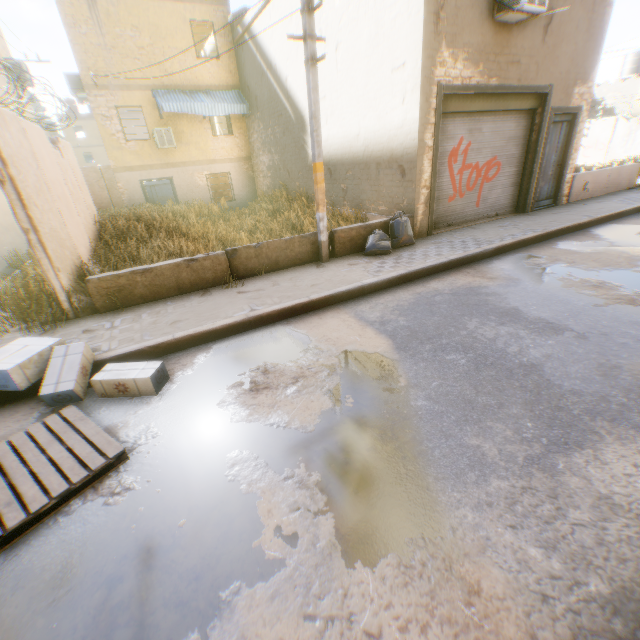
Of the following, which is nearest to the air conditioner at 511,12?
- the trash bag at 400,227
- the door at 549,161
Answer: the door at 549,161

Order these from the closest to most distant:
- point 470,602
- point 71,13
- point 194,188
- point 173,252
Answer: point 470,602
point 173,252
point 71,13
point 194,188

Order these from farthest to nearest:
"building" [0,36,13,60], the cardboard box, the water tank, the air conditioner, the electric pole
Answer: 1. the water tank
2. "building" [0,36,13,60]
3. the air conditioner
4. the electric pole
5. the cardboard box

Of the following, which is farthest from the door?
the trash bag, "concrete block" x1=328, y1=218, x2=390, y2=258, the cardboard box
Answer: the cardboard box

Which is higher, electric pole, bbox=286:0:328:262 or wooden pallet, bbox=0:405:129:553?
electric pole, bbox=286:0:328:262

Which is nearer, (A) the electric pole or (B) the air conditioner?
(A) the electric pole

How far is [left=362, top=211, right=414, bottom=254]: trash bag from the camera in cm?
741

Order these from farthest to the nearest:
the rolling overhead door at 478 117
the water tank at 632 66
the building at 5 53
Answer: the water tank at 632 66, the building at 5 53, the rolling overhead door at 478 117
